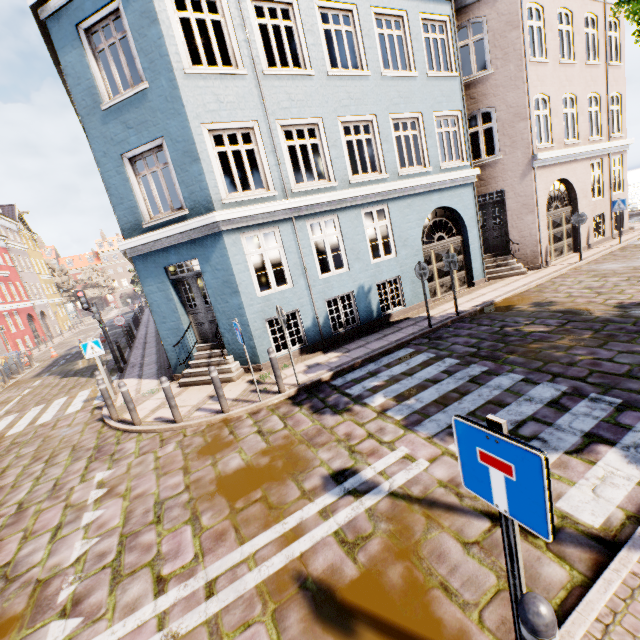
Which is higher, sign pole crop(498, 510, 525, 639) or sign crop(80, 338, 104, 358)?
sign crop(80, 338, 104, 358)

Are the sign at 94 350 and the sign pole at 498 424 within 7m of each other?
no

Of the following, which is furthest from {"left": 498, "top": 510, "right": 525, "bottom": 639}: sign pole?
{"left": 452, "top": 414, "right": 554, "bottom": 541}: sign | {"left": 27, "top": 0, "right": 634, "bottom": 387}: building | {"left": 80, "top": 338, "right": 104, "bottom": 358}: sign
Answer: {"left": 80, "top": 338, "right": 104, "bottom": 358}: sign

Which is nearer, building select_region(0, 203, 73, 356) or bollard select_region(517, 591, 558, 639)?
bollard select_region(517, 591, 558, 639)

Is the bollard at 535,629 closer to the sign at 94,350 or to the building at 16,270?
the building at 16,270

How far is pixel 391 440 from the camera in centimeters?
500cm

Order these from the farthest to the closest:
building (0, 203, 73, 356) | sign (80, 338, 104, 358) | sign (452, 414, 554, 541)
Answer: building (0, 203, 73, 356), sign (80, 338, 104, 358), sign (452, 414, 554, 541)

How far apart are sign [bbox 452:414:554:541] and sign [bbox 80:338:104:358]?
10.74m
